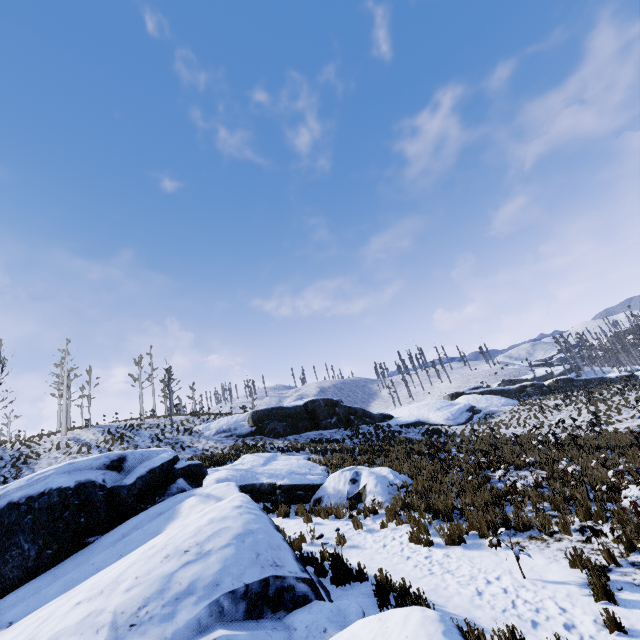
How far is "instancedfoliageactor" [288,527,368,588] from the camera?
6.3 meters

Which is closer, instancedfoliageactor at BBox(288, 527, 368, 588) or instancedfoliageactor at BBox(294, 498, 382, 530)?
instancedfoliageactor at BBox(288, 527, 368, 588)

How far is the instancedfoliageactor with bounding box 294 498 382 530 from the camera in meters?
10.1

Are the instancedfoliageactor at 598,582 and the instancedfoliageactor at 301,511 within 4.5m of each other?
no

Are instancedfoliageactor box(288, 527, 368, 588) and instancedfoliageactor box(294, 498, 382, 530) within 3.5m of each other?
yes

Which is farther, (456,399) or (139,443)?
(456,399)

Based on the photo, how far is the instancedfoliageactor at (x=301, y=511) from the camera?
10.1m

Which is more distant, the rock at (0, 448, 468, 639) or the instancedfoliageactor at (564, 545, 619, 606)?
the instancedfoliageactor at (564, 545, 619, 606)
